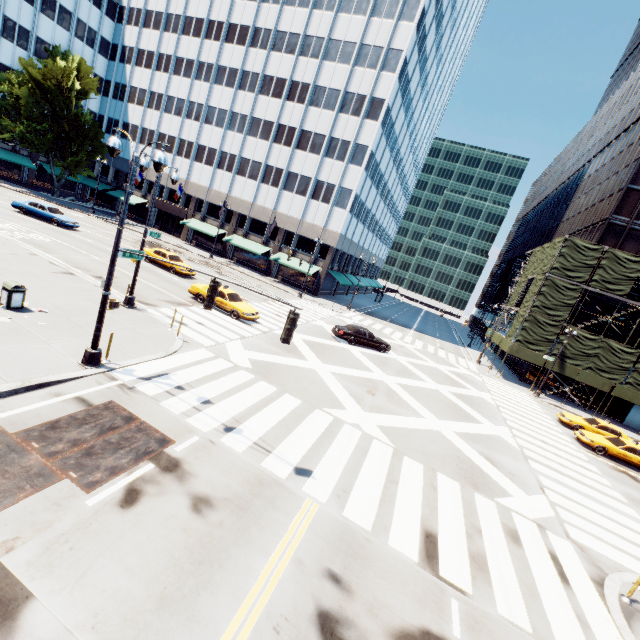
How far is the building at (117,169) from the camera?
52.8m

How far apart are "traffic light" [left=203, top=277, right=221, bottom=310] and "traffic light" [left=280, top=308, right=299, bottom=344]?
2.2m

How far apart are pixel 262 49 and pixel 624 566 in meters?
58.7 m

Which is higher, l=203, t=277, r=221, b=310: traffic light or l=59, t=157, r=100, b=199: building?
l=203, t=277, r=221, b=310: traffic light

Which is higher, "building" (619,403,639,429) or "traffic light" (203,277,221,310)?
"traffic light" (203,277,221,310)

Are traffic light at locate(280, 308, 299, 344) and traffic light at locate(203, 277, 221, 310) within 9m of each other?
yes

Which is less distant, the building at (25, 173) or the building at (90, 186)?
the building at (25, 173)

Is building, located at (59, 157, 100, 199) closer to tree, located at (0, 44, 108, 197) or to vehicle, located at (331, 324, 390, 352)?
tree, located at (0, 44, 108, 197)
